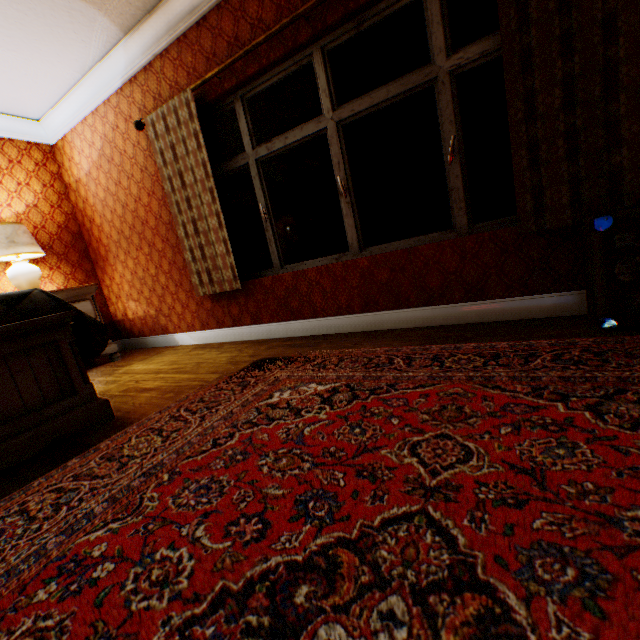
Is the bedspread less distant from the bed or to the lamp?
the bed

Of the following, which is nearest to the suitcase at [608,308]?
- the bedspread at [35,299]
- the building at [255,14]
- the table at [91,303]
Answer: the building at [255,14]

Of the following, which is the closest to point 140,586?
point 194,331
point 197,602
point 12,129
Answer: point 197,602

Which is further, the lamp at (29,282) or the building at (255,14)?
the lamp at (29,282)

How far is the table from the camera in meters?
3.7 m

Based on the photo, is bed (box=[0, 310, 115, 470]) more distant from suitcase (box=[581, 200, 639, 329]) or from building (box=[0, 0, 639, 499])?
suitcase (box=[581, 200, 639, 329])

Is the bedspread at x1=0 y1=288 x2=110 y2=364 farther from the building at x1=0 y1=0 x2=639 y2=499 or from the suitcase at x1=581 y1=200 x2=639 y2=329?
the suitcase at x1=581 y1=200 x2=639 y2=329

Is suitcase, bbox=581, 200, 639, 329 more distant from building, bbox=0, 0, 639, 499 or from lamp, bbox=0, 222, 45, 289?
lamp, bbox=0, 222, 45, 289
